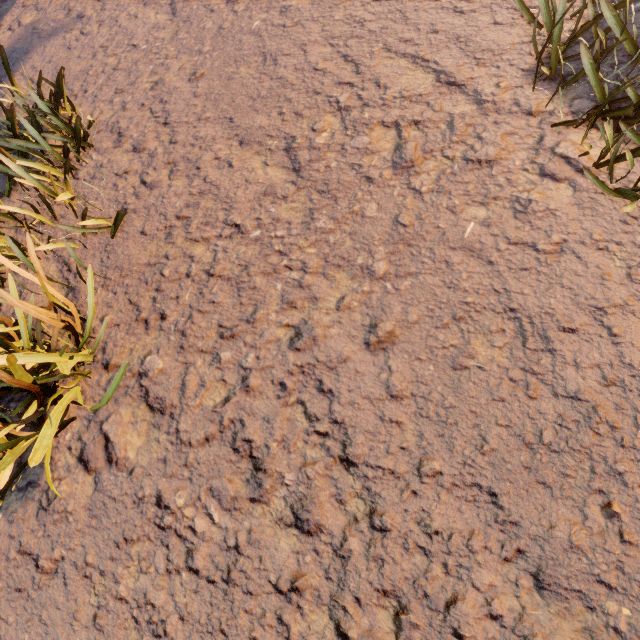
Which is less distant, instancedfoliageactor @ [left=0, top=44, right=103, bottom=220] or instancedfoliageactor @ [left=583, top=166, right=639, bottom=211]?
instancedfoliageactor @ [left=583, top=166, right=639, bottom=211]

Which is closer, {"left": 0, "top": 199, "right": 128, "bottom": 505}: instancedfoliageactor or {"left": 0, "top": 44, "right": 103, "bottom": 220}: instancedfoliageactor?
{"left": 0, "top": 199, "right": 128, "bottom": 505}: instancedfoliageactor

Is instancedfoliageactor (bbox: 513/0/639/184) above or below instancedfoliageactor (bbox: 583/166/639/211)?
above

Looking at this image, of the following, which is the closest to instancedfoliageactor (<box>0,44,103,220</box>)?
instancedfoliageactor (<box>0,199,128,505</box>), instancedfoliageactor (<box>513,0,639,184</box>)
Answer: instancedfoliageactor (<box>513,0,639,184</box>)

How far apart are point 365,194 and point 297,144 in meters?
1.2 m

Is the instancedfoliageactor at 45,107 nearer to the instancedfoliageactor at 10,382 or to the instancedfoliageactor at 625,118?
the instancedfoliageactor at 625,118

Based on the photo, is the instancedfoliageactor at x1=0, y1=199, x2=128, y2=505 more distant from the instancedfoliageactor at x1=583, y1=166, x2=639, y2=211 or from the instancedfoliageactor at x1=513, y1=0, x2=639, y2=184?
the instancedfoliageactor at x1=513, y1=0, x2=639, y2=184
